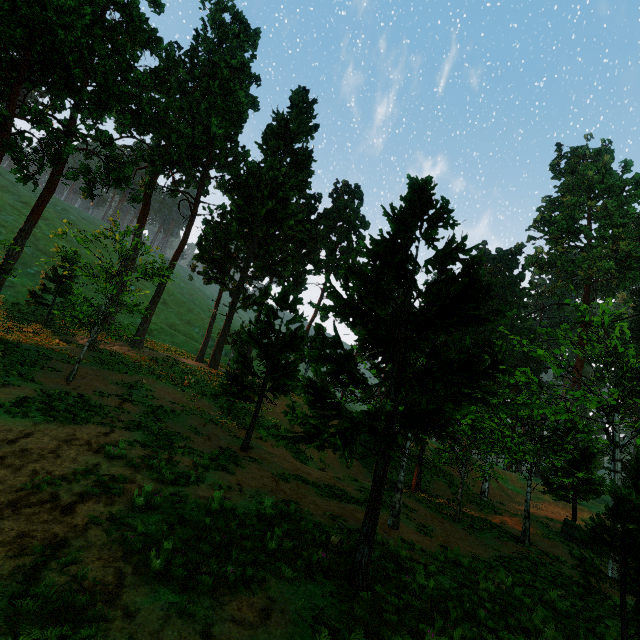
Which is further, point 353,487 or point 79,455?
point 353,487
